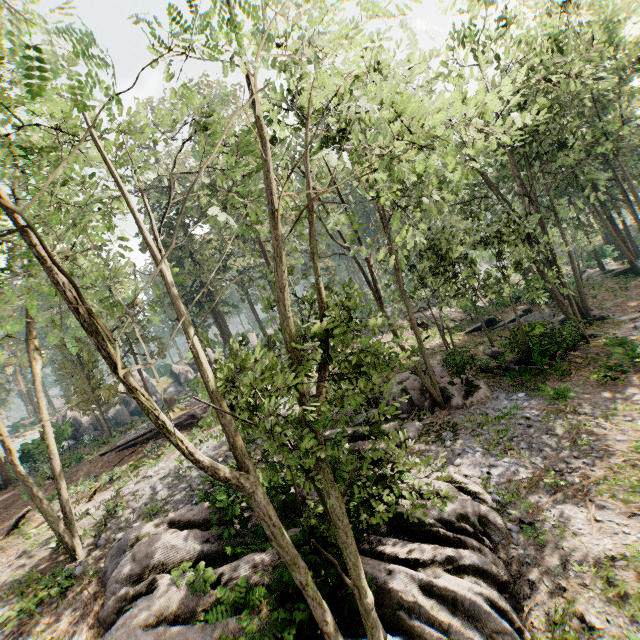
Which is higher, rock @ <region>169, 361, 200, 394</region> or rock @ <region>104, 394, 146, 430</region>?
rock @ <region>169, 361, 200, 394</region>

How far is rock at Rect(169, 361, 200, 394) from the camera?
41.50m

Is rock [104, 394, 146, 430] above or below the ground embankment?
above

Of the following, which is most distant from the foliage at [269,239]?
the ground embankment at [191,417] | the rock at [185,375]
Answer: the rock at [185,375]

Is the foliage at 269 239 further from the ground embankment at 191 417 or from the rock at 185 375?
the rock at 185 375

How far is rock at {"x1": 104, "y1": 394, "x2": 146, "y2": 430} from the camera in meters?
38.1 m

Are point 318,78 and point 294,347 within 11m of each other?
yes

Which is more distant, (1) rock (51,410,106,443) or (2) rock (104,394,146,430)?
(2) rock (104,394,146,430)
